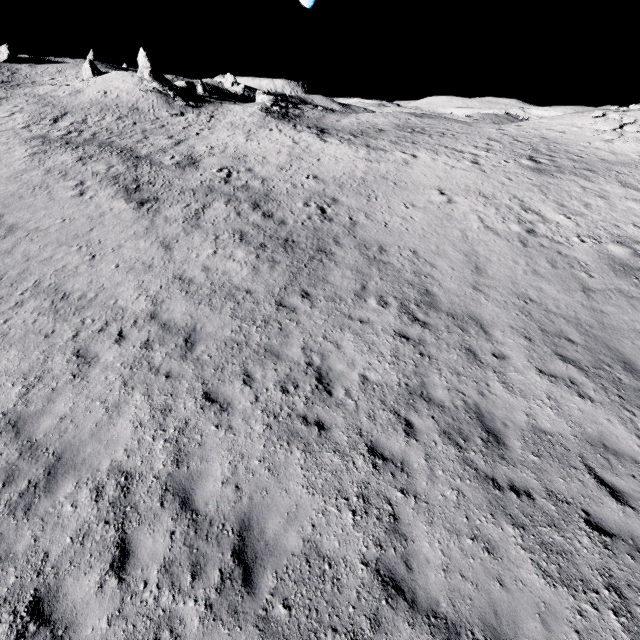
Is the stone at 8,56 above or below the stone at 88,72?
above

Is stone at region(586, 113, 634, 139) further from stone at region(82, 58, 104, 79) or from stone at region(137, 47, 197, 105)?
stone at region(82, 58, 104, 79)

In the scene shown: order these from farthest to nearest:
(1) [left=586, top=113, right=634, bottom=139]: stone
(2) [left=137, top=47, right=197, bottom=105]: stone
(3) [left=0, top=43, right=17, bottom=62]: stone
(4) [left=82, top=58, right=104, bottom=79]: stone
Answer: (3) [left=0, top=43, right=17, bottom=62]: stone < (4) [left=82, top=58, right=104, bottom=79]: stone < (2) [left=137, top=47, right=197, bottom=105]: stone < (1) [left=586, top=113, right=634, bottom=139]: stone

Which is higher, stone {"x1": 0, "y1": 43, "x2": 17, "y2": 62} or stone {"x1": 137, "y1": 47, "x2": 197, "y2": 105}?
stone {"x1": 0, "y1": 43, "x2": 17, "y2": 62}

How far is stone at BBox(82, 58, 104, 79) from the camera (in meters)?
46.87

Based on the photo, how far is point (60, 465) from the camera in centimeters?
630cm

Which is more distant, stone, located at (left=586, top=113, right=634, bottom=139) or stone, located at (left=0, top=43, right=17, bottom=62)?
stone, located at (left=0, top=43, right=17, bottom=62)

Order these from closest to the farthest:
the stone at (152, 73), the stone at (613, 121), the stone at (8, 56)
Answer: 1. the stone at (613, 121)
2. the stone at (152, 73)
3. the stone at (8, 56)
